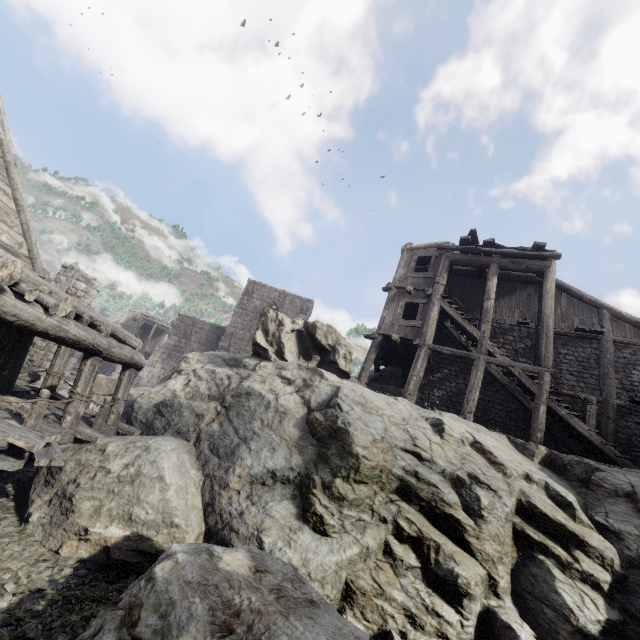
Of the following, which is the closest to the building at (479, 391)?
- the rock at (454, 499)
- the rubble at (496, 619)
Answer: the rock at (454, 499)

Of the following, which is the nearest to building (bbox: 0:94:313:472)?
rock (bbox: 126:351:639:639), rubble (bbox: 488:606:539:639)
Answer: rock (bbox: 126:351:639:639)

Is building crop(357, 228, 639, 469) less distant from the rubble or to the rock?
the rock

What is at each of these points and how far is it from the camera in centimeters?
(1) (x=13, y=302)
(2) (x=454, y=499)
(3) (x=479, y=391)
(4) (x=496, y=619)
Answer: (1) building, 528cm
(2) rock, 743cm
(3) building, 1501cm
(4) rubble, 625cm

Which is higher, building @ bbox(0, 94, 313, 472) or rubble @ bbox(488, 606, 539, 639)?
building @ bbox(0, 94, 313, 472)
